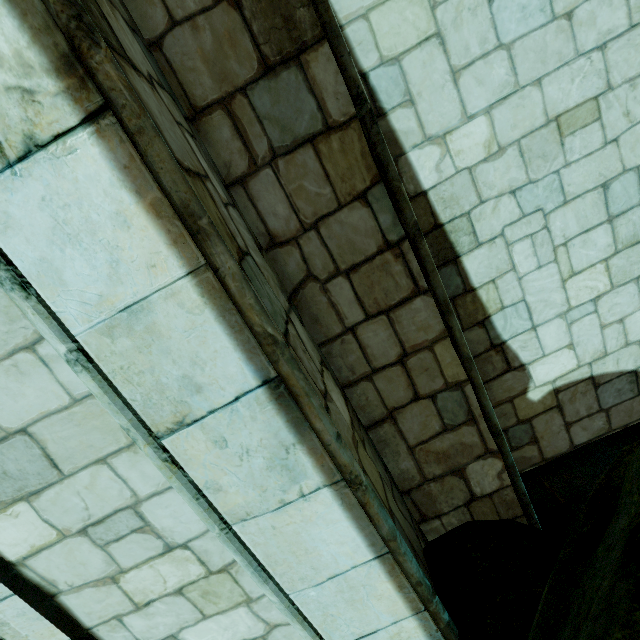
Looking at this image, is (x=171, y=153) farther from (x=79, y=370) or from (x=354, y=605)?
(x=354, y=605)
